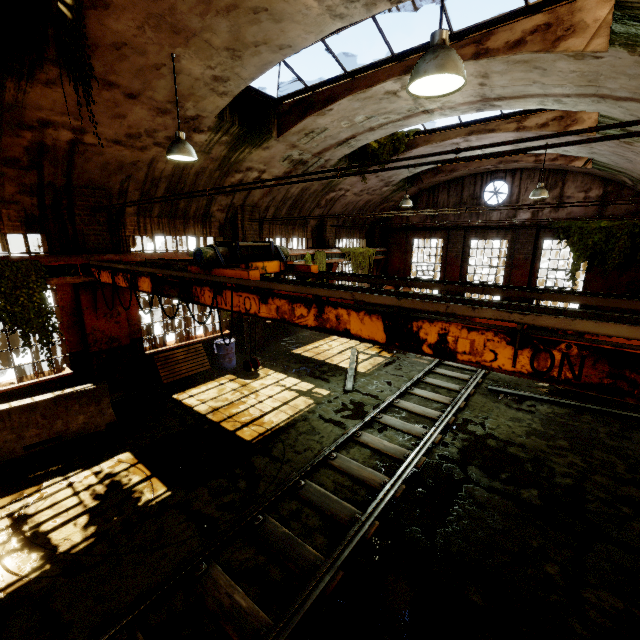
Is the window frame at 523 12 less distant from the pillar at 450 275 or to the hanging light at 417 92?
the hanging light at 417 92

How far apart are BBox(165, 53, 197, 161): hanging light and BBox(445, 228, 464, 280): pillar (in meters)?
14.52

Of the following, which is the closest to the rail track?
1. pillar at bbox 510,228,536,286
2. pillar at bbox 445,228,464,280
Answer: pillar at bbox 510,228,536,286

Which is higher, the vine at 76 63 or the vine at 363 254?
the vine at 76 63

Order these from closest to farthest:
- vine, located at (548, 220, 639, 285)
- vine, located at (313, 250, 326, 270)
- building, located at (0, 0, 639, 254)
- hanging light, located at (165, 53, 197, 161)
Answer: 1. building, located at (0, 0, 639, 254)
2. hanging light, located at (165, 53, 197, 161)
3. vine, located at (548, 220, 639, 285)
4. vine, located at (313, 250, 326, 270)

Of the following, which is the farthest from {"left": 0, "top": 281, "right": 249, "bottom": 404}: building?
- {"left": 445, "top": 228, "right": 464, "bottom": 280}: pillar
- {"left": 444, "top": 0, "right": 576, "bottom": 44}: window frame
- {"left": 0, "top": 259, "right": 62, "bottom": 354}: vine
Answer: {"left": 445, "top": 228, "right": 464, "bottom": 280}: pillar

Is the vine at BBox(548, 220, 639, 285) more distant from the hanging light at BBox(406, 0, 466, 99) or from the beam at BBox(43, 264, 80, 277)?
the beam at BBox(43, 264, 80, 277)

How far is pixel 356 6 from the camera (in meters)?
4.71
